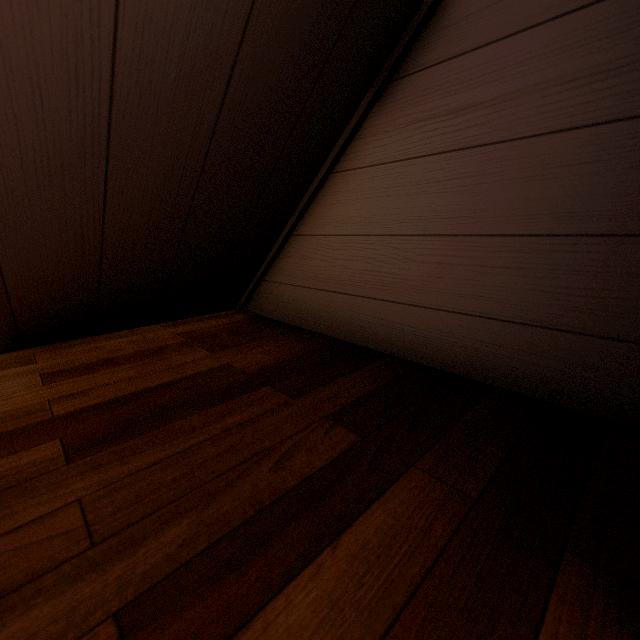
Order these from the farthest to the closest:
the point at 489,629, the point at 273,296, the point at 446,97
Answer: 1. the point at 273,296
2. the point at 446,97
3. the point at 489,629
